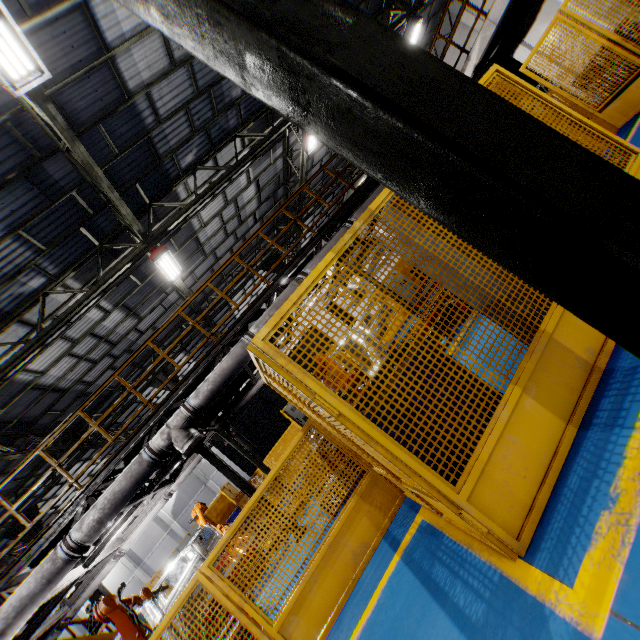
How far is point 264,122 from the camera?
→ 12.1m

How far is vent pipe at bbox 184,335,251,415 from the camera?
6.8 meters

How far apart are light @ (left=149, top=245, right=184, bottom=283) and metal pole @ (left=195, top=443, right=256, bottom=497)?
5.0 meters

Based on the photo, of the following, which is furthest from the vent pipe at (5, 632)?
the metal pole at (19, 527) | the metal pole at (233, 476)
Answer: the metal pole at (19, 527)

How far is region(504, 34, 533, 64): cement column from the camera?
12.1m

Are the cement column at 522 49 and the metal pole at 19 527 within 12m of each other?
no

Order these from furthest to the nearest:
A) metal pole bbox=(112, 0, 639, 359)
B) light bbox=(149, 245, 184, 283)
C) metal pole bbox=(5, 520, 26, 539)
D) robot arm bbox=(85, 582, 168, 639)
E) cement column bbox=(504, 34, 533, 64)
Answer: metal pole bbox=(5, 520, 26, 539)
cement column bbox=(504, 34, 533, 64)
light bbox=(149, 245, 184, 283)
robot arm bbox=(85, 582, 168, 639)
metal pole bbox=(112, 0, 639, 359)

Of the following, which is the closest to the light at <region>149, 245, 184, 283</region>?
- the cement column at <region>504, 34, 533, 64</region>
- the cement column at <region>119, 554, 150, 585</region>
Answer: the cement column at <region>504, 34, 533, 64</region>
